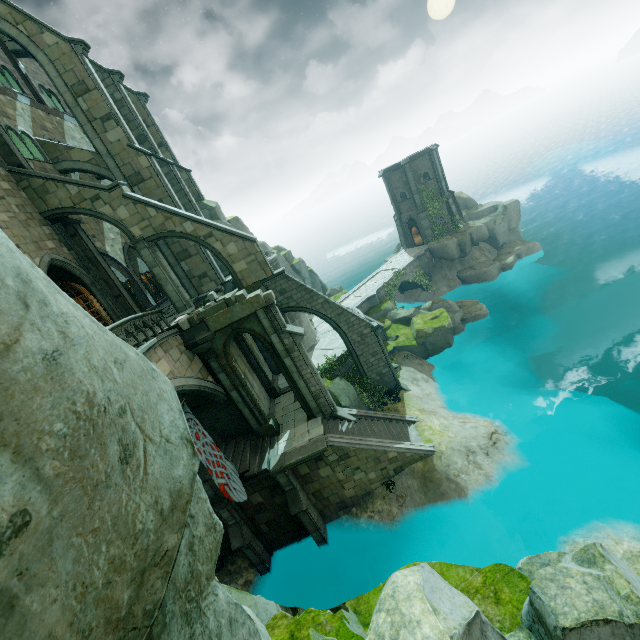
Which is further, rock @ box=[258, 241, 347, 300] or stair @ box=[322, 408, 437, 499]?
→ rock @ box=[258, 241, 347, 300]

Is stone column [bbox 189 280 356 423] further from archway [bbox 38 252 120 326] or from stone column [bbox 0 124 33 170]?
stone column [bbox 0 124 33 170]

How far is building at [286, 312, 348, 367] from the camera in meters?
24.4 m

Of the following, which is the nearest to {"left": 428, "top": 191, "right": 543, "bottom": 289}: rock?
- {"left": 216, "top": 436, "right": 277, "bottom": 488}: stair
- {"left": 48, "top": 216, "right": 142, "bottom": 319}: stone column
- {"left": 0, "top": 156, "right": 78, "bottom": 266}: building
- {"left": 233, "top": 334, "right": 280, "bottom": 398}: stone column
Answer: {"left": 233, "top": 334, "right": 280, "bottom": 398}: stone column

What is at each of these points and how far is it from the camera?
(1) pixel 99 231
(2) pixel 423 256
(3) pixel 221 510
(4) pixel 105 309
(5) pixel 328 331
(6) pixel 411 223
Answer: (1) building, 21.3m
(2) bridge, 36.2m
(3) stone column, 15.8m
(4) archway, 18.8m
(5) building, 28.3m
(6) building, 38.8m

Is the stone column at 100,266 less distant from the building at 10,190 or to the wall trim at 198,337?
the building at 10,190

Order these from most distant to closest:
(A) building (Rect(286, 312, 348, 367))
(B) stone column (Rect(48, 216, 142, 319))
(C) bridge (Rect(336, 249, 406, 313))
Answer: (C) bridge (Rect(336, 249, 406, 313)) → (A) building (Rect(286, 312, 348, 367)) → (B) stone column (Rect(48, 216, 142, 319))

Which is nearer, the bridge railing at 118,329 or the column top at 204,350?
the bridge railing at 118,329
